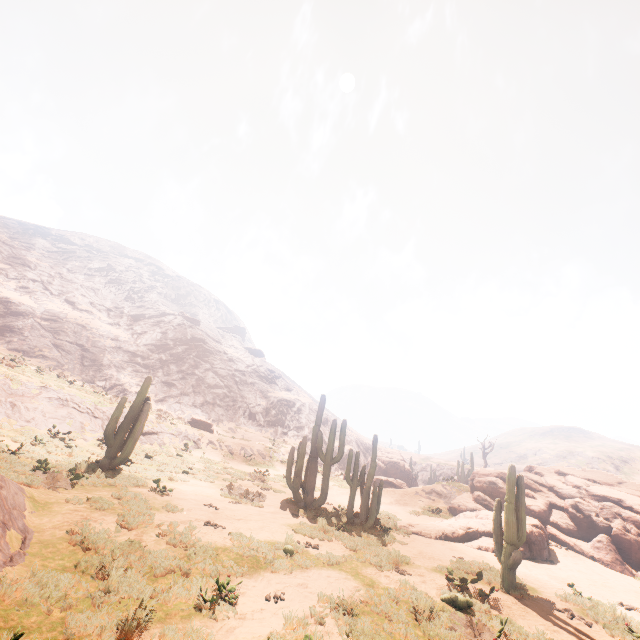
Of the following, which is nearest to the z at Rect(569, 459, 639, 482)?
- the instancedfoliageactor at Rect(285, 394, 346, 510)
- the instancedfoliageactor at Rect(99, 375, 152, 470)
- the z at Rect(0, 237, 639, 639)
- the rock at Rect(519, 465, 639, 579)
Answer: the z at Rect(0, 237, 639, 639)

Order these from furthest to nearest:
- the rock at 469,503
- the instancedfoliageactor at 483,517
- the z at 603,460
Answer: the z at 603,460
the rock at 469,503
the instancedfoliageactor at 483,517

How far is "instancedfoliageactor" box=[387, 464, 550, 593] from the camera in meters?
9.7

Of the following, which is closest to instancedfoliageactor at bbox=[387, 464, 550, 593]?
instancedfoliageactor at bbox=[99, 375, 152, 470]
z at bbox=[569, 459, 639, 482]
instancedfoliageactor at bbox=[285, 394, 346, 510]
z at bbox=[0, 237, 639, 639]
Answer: instancedfoliageactor at bbox=[285, 394, 346, 510]

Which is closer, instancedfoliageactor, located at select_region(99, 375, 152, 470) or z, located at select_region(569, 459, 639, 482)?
instancedfoliageactor, located at select_region(99, 375, 152, 470)

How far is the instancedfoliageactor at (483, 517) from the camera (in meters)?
9.72

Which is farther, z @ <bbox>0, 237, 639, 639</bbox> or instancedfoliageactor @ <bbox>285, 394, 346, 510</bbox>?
instancedfoliageactor @ <bbox>285, 394, 346, 510</bbox>

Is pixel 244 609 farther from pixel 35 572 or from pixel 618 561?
pixel 618 561
